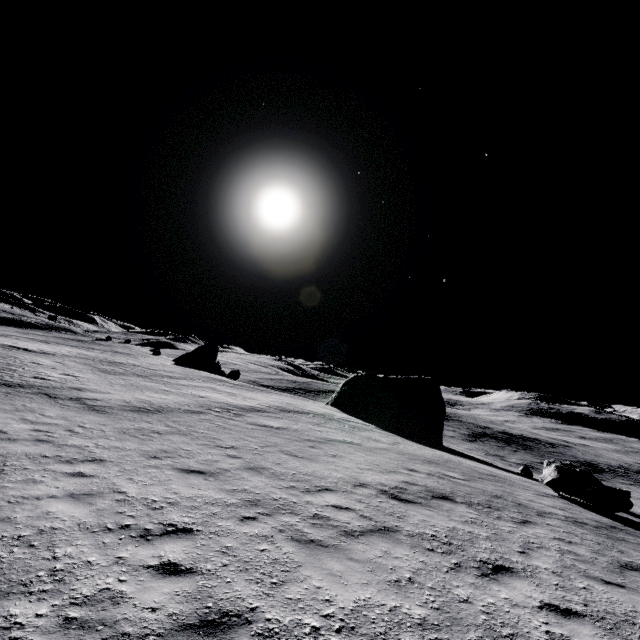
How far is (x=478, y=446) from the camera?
57.5m

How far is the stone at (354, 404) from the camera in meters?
31.1

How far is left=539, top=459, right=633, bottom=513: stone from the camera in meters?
12.4 m

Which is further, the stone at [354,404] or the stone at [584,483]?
the stone at [354,404]

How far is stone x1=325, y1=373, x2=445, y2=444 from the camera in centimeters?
3111cm

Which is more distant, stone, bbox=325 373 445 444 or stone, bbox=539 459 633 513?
stone, bbox=325 373 445 444
